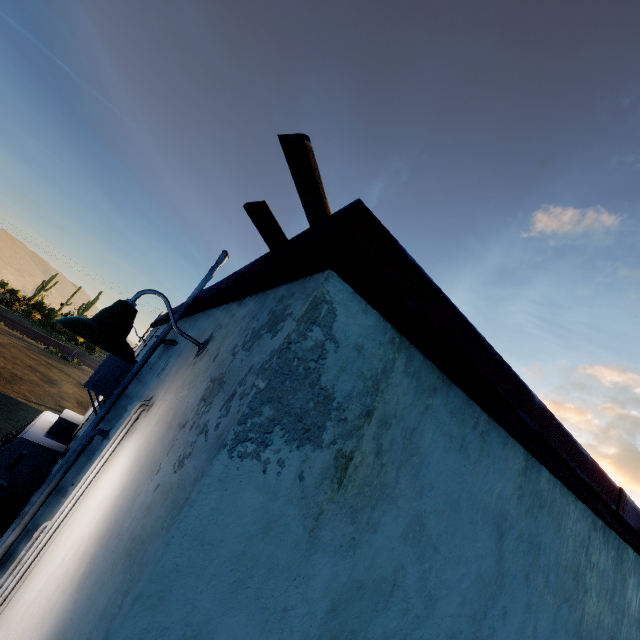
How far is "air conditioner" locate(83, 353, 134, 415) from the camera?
4.0 meters

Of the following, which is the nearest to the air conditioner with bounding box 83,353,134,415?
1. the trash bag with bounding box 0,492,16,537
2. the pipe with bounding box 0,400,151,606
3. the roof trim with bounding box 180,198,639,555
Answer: the roof trim with bounding box 180,198,639,555

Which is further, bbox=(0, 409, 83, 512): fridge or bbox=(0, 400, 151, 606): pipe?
bbox=(0, 409, 83, 512): fridge

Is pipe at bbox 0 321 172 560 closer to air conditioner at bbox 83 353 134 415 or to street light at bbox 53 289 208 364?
air conditioner at bbox 83 353 134 415

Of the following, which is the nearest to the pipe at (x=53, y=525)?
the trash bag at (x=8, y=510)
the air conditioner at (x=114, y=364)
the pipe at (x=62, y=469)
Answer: the pipe at (x=62, y=469)

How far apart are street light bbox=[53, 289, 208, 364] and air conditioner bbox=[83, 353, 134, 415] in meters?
2.5 m

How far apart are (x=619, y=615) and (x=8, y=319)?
39.3 meters

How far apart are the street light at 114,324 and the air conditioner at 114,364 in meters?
2.5 m
